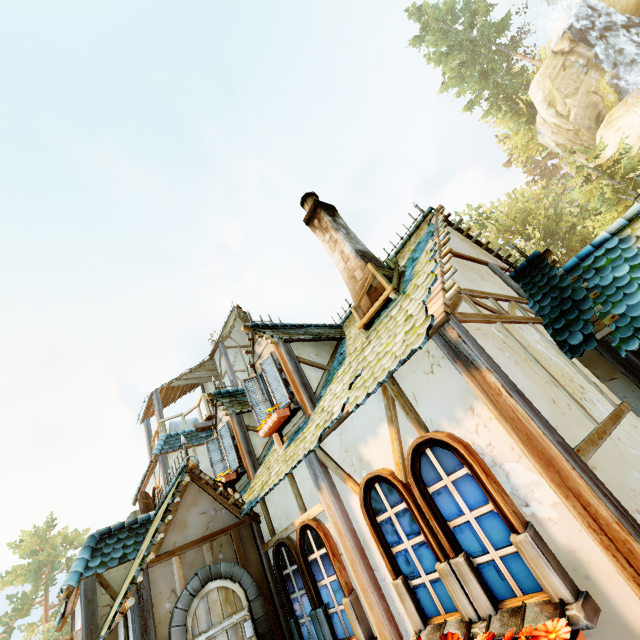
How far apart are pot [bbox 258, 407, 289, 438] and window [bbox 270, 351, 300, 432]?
0.0m

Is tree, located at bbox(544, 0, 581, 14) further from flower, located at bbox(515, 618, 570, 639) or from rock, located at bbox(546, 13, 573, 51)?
flower, located at bbox(515, 618, 570, 639)

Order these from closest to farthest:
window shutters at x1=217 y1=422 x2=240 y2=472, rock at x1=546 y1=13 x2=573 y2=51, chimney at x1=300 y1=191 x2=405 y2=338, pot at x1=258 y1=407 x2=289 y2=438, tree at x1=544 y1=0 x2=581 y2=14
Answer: chimney at x1=300 y1=191 x2=405 y2=338, pot at x1=258 y1=407 x2=289 y2=438, window shutters at x1=217 y1=422 x2=240 y2=472, rock at x1=546 y1=13 x2=573 y2=51, tree at x1=544 y1=0 x2=581 y2=14

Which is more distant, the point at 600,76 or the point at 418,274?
the point at 600,76

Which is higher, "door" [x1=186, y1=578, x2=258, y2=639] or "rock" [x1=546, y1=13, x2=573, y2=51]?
"rock" [x1=546, y1=13, x2=573, y2=51]

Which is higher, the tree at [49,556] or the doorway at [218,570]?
the tree at [49,556]

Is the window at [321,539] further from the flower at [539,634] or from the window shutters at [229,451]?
the window shutters at [229,451]

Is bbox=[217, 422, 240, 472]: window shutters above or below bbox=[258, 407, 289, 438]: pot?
above
